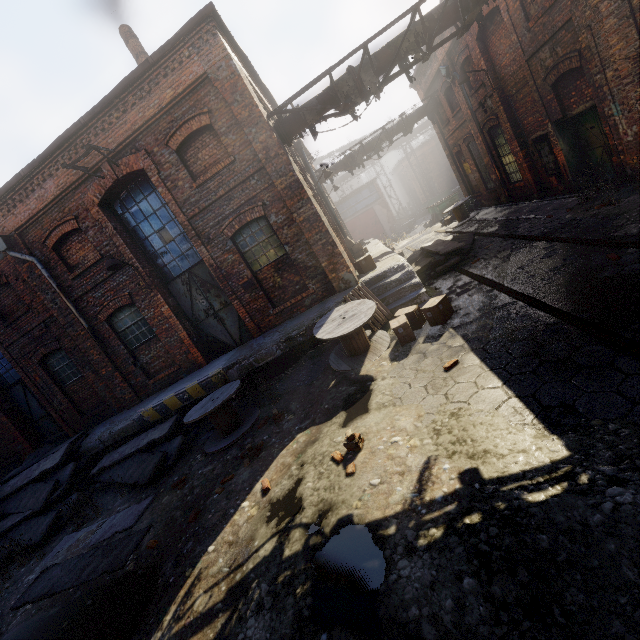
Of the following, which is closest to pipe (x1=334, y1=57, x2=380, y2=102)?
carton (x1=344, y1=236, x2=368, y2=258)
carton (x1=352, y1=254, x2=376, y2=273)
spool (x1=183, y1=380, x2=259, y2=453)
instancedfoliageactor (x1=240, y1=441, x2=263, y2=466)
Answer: carton (x1=352, y1=254, x2=376, y2=273)

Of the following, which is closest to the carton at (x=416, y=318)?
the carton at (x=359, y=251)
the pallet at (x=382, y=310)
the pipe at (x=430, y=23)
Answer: the pallet at (x=382, y=310)

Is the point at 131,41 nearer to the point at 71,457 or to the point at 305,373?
the point at 305,373

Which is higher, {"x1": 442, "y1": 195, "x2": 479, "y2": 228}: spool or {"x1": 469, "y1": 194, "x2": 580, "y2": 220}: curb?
{"x1": 442, "y1": 195, "x2": 479, "y2": 228}: spool

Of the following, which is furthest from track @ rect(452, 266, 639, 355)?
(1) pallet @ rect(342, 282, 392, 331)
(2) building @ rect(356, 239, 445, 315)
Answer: (1) pallet @ rect(342, 282, 392, 331)

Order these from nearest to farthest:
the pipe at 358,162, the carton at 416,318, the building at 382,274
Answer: the carton at 416,318, the building at 382,274, the pipe at 358,162

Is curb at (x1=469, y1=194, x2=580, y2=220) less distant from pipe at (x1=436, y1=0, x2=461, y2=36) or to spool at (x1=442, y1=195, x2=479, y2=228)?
spool at (x1=442, y1=195, x2=479, y2=228)

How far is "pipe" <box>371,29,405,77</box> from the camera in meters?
8.1
